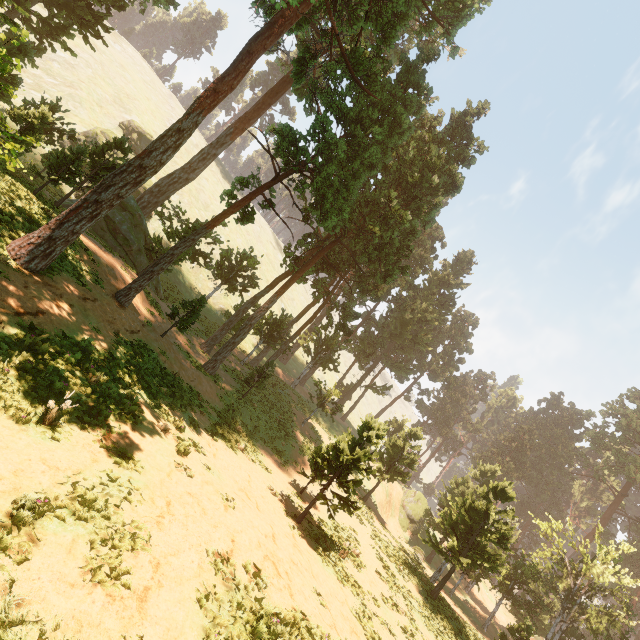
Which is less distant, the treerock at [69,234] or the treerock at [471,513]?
the treerock at [69,234]

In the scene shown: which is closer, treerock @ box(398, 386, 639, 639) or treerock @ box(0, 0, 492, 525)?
treerock @ box(0, 0, 492, 525)

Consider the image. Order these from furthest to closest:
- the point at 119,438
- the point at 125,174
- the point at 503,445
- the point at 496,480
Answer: the point at 503,445 → the point at 496,480 → the point at 125,174 → the point at 119,438
